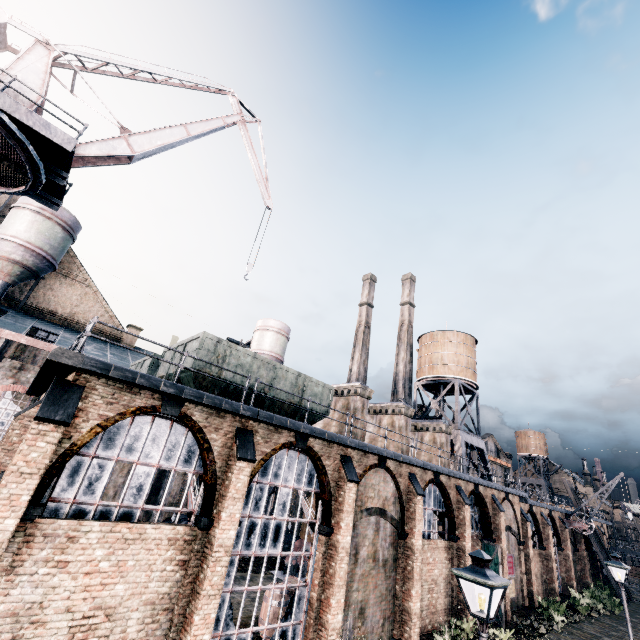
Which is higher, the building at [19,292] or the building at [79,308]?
the building at [19,292]

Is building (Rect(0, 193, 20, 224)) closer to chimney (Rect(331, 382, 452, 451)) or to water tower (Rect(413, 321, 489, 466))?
chimney (Rect(331, 382, 452, 451))

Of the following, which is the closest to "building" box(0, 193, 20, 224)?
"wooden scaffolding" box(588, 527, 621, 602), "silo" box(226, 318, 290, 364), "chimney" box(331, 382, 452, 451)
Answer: "silo" box(226, 318, 290, 364)

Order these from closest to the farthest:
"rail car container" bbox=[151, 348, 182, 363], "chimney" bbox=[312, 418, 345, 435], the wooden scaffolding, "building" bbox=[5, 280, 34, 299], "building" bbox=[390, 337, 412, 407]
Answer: "rail car container" bbox=[151, 348, 182, 363] → "chimney" bbox=[312, 418, 345, 435] → "building" bbox=[5, 280, 34, 299] → the wooden scaffolding → "building" bbox=[390, 337, 412, 407]

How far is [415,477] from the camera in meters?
19.4

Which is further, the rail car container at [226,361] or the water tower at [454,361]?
the water tower at [454,361]

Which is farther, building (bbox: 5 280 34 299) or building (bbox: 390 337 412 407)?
building (bbox: 390 337 412 407)

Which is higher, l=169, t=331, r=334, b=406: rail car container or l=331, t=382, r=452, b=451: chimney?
l=331, t=382, r=452, b=451: chimney
